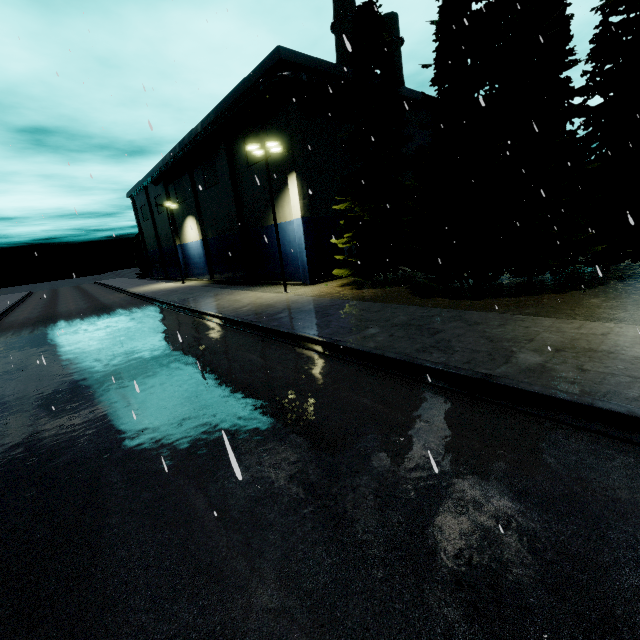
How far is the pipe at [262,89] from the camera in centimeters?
2147cm

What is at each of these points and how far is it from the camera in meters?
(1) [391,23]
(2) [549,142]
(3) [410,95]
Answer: (1) smokestack, 37.9 m
(2) tree, 14.5 m
(3) building, 29.9 m

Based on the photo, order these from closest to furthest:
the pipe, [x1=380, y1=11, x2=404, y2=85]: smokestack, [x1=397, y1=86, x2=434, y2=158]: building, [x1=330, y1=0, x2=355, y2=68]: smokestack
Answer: the pipe
[x1=397, y1=86, x2=434, y2=158]: building
[x1=330, y1=0, x2=355, y2=68]: smokestack
[x1=380, y1=11, x2=404, y2=85]: smokestack

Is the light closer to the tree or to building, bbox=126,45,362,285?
building, bbox=126,45,362,285

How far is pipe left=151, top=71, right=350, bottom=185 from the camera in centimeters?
2147cm

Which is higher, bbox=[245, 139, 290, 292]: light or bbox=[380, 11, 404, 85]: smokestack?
bbox=[380, 11, 404, 85]: smokestack

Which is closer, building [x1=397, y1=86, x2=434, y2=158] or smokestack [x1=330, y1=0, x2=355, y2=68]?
building [x1=397, y1=86, x2=434, y2=158]

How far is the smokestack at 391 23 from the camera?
37.9 meters
